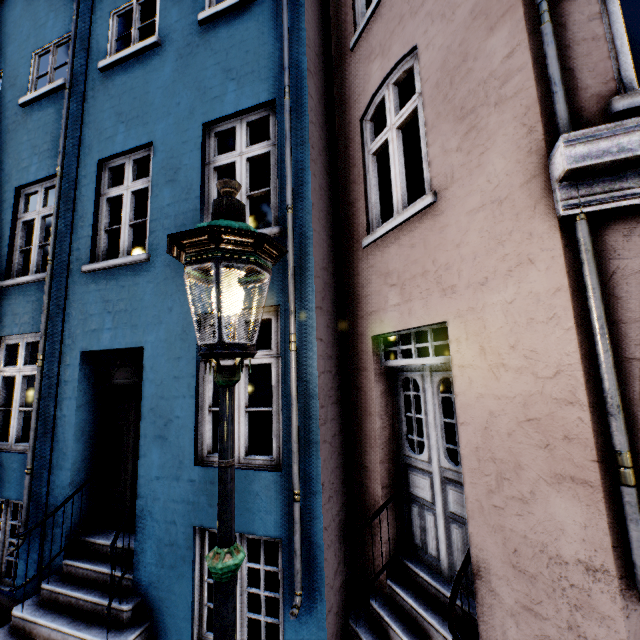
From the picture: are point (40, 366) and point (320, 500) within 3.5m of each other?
no

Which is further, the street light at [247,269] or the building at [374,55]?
the building at [374,55]

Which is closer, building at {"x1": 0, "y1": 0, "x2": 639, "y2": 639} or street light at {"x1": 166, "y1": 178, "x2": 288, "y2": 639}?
street light at {"x1": 166, "y1": 178, "x2": 288, "y2": 639}
